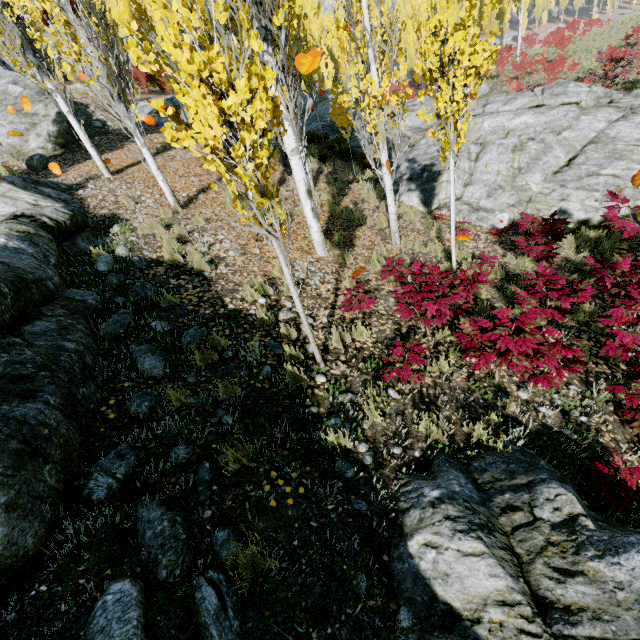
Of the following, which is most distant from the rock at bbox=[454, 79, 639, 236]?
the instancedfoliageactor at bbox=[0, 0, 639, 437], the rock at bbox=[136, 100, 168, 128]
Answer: the rock at bbox=[136, 100, 168, 128]

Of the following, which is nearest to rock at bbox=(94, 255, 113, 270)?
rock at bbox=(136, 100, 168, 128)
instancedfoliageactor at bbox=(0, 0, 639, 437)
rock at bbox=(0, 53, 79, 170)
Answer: instancedfoliageactor at bbox=(0, 0, 639, 437)

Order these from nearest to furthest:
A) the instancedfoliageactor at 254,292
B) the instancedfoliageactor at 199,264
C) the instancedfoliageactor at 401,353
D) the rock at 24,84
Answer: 1. the instancedfoliageactor at 401,353
2. the instancedfoliageactor at 254,292
3. the instancedfoliageactor at 199,264
4. the rock at 24,84

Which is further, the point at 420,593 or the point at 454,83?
the point at 454,83

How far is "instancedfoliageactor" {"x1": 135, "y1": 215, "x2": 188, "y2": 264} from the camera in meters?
6.1

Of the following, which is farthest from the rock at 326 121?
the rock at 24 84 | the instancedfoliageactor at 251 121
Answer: the rock at 24 84

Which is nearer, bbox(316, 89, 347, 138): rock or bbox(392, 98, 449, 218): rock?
bbox(392, 98, 449, 218): rock
